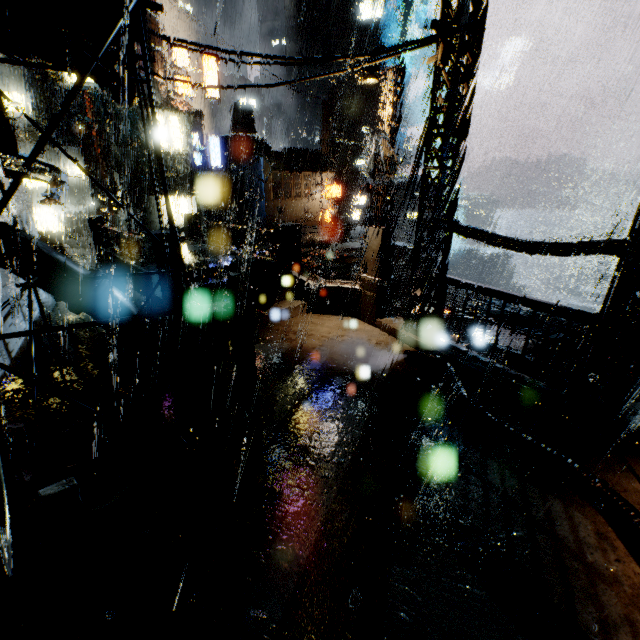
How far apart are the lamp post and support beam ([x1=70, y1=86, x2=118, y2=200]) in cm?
2127

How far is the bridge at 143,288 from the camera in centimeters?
1114cm

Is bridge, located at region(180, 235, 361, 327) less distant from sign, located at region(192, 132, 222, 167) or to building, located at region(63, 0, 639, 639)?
building, located at region(63, 0, 639, 639)

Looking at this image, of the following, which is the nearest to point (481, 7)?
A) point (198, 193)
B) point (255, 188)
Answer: point (198, 193)

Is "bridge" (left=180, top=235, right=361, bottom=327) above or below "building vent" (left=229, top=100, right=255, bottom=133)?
below

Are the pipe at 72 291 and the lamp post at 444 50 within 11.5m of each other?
yes

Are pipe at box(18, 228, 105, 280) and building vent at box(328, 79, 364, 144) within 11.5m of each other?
no

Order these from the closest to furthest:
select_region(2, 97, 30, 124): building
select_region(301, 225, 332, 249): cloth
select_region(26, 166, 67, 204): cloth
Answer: select_region(26, 166, 67, 204): cloth → select_region(2, 97, 30, 124): building → select_region(301, 225, 332, 249): cloth
